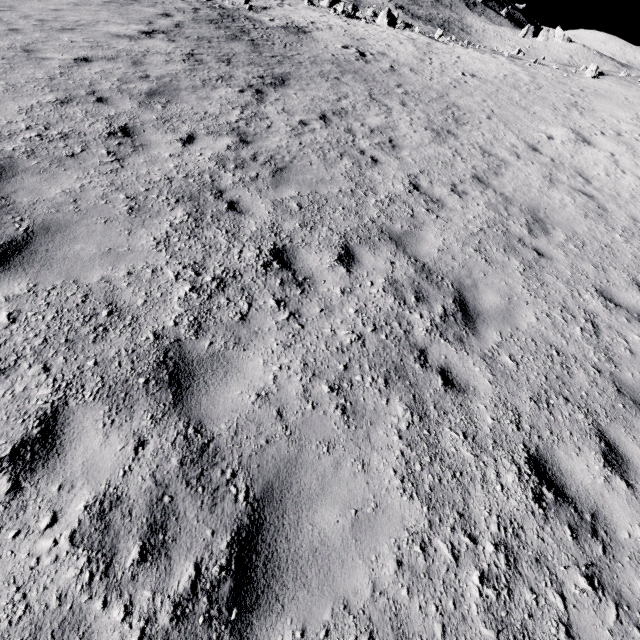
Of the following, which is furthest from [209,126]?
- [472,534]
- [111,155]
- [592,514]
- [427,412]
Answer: [592,514]
